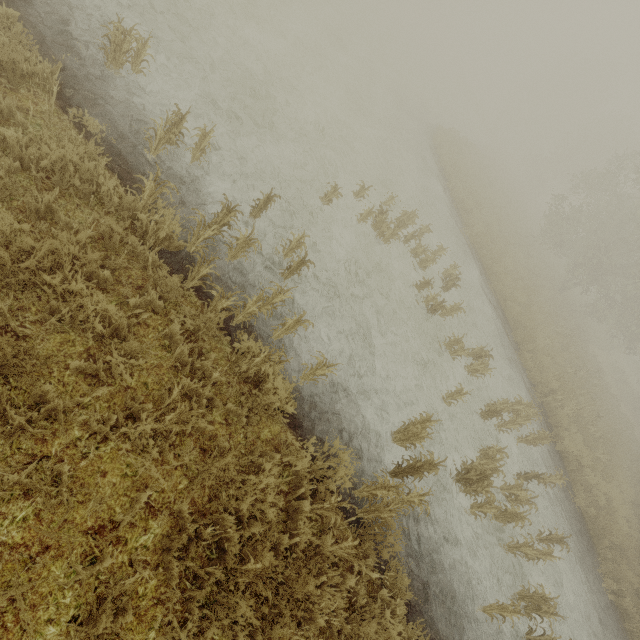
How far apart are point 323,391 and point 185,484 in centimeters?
245cm
